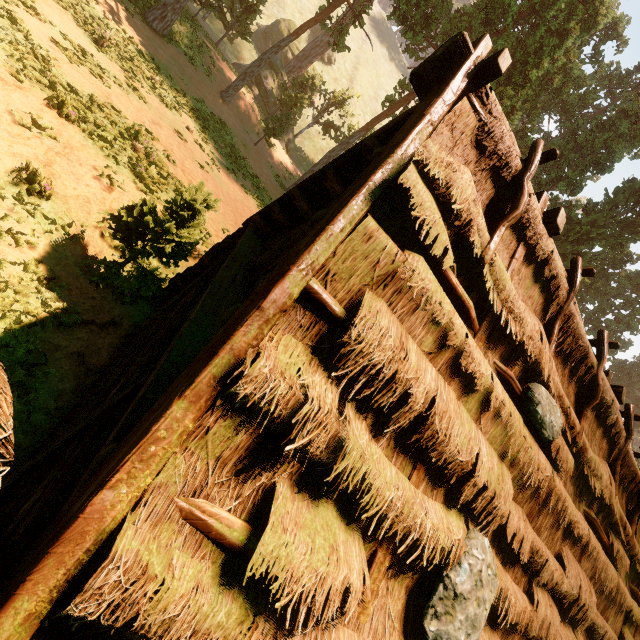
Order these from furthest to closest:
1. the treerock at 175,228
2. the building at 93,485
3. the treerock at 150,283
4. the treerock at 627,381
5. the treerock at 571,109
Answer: the treerock at 627,381
the treerock at 571,109
the treerock at 150,283
the treerock at 175,228
the building at 93,485

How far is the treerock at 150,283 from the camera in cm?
717

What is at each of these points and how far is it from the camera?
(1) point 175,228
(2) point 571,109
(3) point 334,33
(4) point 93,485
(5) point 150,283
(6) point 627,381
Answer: (1) treerock, 7.3 meters
(2) treerock, 36.0 meters
(3) treerock, 23.4 meters
(4) building, 1.6 meters
(5) treerock, 7.3 meters
(6) treerock, 46.0 meters

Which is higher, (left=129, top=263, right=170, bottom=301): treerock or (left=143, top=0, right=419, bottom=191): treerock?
(left=143, top=0, right=419, bottom=191): treerock

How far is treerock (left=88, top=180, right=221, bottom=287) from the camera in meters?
6.5

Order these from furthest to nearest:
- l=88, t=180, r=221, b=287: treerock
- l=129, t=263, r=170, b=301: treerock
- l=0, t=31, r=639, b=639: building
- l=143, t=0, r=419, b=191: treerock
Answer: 1. l=143, t=0, r=419, b=191: treerock
2. l=129, t=263, r=170, b=301: treerock
3. l=88, t=180, r=221, b=287: treerock
4. l=0, t=31, r=639, b=639: building

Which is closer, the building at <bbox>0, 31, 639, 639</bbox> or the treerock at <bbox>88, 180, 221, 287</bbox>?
the building at <bbox>0, 31, 639, 639</bbox>
